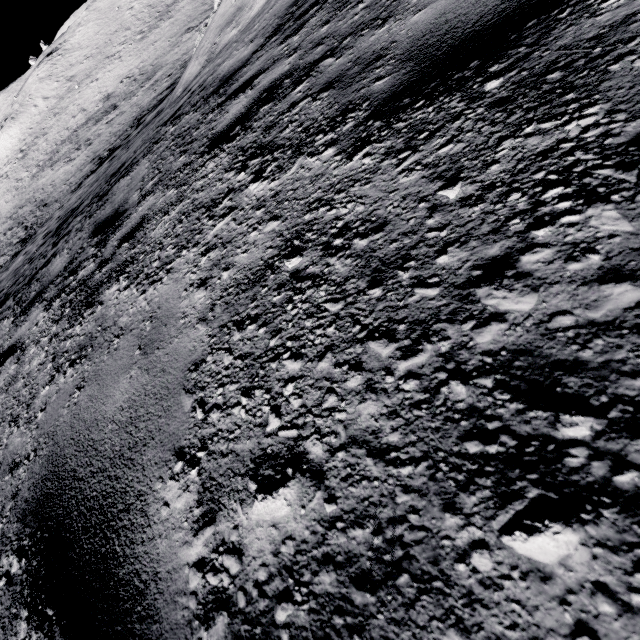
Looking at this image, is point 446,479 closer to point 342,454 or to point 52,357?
point 342,454
